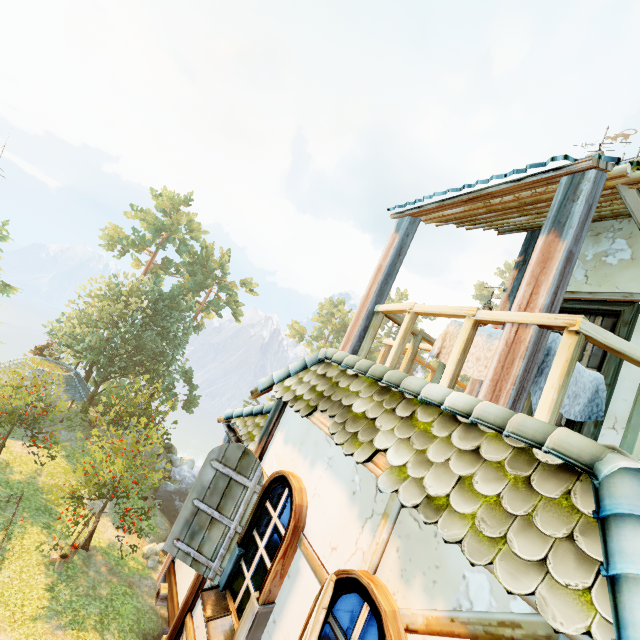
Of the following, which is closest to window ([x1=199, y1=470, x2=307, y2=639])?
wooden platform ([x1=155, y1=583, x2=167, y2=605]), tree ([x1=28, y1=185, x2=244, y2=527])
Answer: wooden platform ([x1=155, y1=583, x2=167, y2=605])

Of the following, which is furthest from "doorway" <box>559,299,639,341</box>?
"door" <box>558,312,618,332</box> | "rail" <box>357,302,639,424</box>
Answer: "rail" <box>357,302,639,424</box>

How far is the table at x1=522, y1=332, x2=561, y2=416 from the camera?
2.62m

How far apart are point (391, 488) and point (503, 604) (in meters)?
0.79

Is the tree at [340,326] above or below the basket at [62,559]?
above

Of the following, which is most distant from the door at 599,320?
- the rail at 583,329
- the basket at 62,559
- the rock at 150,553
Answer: the rock at 150,553

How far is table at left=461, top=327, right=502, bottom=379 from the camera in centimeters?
312cm

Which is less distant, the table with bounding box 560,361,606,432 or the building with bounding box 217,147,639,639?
the building with bounding box 217,147,639,639
